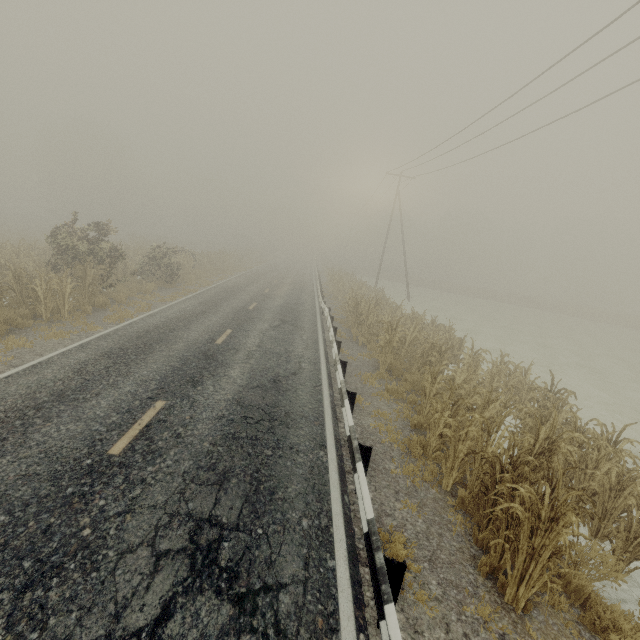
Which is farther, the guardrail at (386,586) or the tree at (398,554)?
the tree at (398,554)

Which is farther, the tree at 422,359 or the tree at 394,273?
the tree at 394,273

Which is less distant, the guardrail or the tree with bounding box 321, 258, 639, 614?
the guardrail

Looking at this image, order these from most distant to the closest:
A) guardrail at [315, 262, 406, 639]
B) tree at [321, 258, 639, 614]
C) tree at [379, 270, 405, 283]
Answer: tree at [379, 270, 405, 283] → tree at [321, 258, 639, 614] → guardrail at [315, 262, 406, 639]

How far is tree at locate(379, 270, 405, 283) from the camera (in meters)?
57.38

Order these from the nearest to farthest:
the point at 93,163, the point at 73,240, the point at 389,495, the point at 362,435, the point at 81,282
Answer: the point at 389,495, the point at 362,435, the point at 81,282, the point at 73,240, the point at 93,163

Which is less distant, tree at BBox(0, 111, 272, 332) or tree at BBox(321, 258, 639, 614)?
tree at BBox(321, 258, 639, 614)
